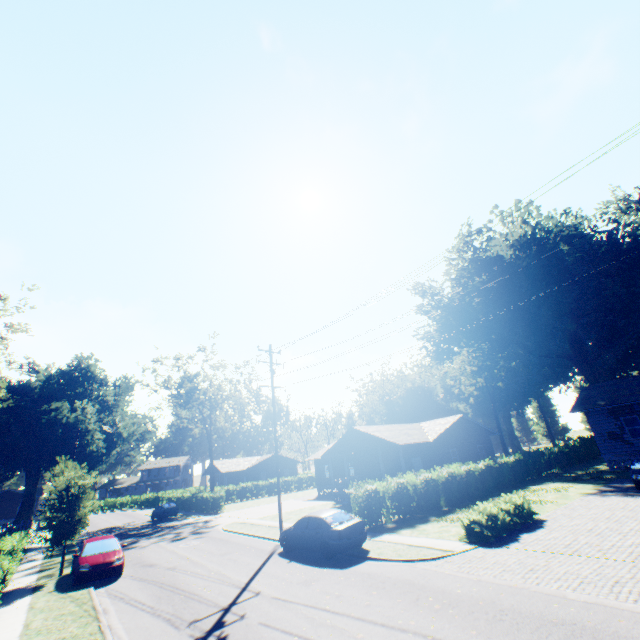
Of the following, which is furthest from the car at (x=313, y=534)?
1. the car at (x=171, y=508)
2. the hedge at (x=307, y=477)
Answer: the hedge at (x=307, y=477)

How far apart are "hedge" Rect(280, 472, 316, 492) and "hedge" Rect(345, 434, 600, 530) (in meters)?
35.35

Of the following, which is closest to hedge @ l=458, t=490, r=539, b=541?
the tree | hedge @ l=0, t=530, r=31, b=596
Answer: hedge @ l=0, t=530, r=31, b=596

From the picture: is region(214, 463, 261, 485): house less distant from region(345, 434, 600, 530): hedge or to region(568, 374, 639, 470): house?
region(345, 434, 600, 530): hedge

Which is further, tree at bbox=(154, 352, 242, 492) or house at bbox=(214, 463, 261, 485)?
house at bbox=(214, 463, 261, 485)

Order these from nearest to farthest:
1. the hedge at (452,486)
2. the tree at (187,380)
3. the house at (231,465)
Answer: the hedge at (452,486) → the tree at (187,380) → the house at (231,465)

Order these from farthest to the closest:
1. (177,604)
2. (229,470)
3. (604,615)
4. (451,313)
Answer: (229,470)
(451,313)
(177,604)
(604,615)

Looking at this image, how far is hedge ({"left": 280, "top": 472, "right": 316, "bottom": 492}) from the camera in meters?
54.6 m
